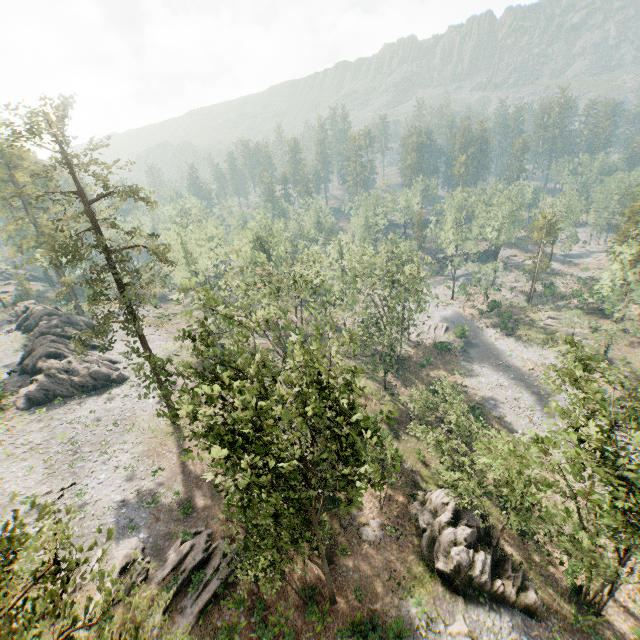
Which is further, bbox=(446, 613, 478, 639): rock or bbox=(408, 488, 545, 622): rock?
bbox=(408, 488, 545, 622): rock

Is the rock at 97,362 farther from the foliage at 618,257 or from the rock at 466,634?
the rock at 466,634

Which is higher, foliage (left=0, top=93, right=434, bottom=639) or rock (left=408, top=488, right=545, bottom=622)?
foliage (left=0, top=93, right=434, bottom=639)

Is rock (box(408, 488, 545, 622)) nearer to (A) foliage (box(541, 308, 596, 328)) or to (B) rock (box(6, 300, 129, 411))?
(A) foliage (box(541, 308, 596, 328))

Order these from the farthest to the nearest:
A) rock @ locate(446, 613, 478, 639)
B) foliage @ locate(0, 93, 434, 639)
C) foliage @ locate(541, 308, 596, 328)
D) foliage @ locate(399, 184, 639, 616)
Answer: foliage @ locate(541, 308, 596, 328)
rock @ locate(446, 613, 478, 639)
foliage @ locate(399, 184, 639, 616)
foliage @ locate(0, 93, 434, 639)

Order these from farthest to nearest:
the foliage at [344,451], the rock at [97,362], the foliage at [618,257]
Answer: the rock at [97,362] → the foliage at [618,257] → the foliage at [344,451]

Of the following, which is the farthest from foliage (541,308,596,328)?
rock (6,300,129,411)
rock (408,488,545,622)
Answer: rock (408,488,545,622)

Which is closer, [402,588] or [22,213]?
[402,588]
